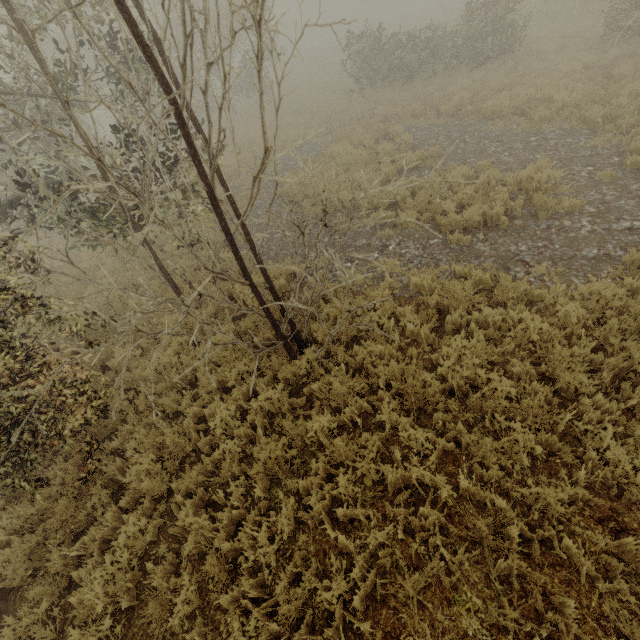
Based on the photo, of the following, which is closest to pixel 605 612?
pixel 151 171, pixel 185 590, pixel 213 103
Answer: pixel 185 590
